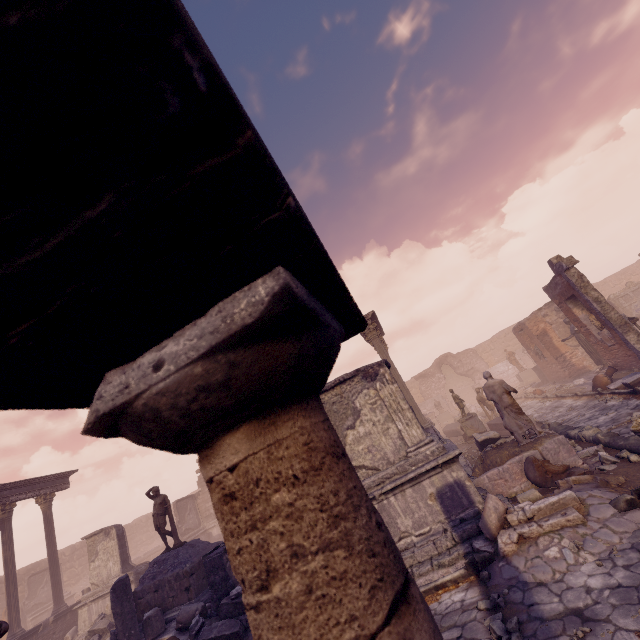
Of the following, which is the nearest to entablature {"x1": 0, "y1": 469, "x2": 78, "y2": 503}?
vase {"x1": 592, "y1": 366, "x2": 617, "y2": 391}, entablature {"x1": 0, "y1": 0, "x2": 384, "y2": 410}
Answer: entablature {"x1": 0, "y1": 0, "x2": 384, "y2": 410}

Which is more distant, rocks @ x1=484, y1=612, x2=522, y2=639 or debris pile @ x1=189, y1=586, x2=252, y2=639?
debris pile @ x1=189, y1=586, x2=252, y2=639

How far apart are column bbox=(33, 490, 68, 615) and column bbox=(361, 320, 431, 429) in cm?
1892

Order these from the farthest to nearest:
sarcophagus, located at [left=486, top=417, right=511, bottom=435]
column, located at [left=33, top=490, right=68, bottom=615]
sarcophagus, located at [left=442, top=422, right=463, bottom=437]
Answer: sarcophagus, located at [left=442, top=422, right=463, bottom=437] → column, located at [left=33, top=490, right=68, bottom=615] → sarcophagus, located at [left=486, top=417, right=511, bottom=435]

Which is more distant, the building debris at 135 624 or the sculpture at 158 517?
the sculpture at 158 517

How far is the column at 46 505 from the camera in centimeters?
1565cm

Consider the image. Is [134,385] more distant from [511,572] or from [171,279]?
[511,572]

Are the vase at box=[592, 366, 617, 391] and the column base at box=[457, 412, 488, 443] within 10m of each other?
yes
